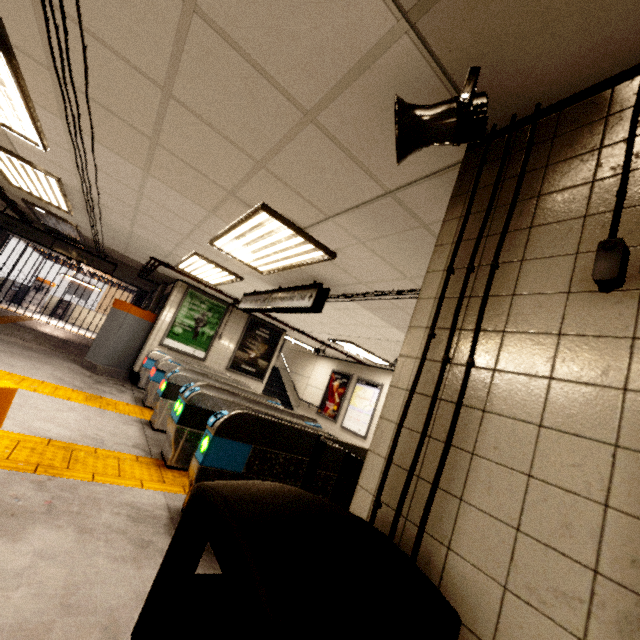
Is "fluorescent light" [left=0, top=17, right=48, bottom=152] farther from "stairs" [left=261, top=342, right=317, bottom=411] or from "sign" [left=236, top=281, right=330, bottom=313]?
"stairs" [left=261, top=342, right=317, bottom=411]

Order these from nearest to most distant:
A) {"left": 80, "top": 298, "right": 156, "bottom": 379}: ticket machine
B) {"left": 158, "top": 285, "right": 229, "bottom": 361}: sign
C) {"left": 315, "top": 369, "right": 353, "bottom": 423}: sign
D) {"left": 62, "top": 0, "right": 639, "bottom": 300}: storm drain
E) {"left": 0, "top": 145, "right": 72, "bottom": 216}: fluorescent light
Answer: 1. {"left": 62, "top": 0, "right": 639, "bottom": 300}: storm drain
2. {"left": 0, "top": 145, "right": 72, "bottom": 216}: fluorescent light
3. {"left": 80, "top": 298, "right": 156, "bottom": 379}: ticket machine
4. {"left": 158, "top": 285, "right": 229, "bottom": 361}: sign
5. {"left": 315, "top": 369, "right": 353, "bottom": 423}: sign

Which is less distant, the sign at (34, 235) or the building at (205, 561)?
the building at (205, 561)

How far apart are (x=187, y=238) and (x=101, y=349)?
4.8m

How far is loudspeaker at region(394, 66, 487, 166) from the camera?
1.3 meters

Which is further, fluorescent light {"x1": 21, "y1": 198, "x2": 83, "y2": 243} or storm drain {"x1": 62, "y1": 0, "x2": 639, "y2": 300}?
fluorescent light {"x1": 21, "y1": 198, "x2": 83, "y2": 243}

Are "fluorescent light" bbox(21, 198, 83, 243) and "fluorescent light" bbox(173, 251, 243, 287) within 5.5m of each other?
yes

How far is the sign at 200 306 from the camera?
8.7m
